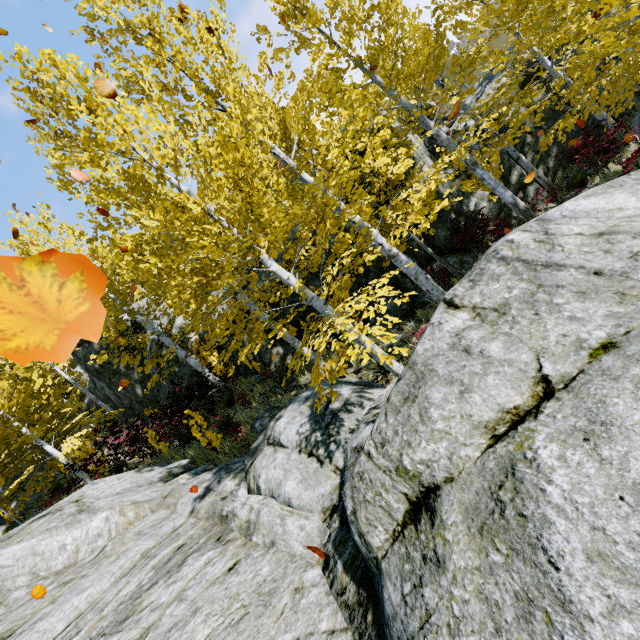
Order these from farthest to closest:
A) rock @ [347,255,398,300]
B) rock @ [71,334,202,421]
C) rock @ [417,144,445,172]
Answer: rock @ [71,334,202,421]
rock @ [347,255,398,300]
rock @ [417,144,445,172]

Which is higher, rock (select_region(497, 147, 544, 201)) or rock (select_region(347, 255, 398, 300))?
rock (select_region(347, 255, 398, 300))

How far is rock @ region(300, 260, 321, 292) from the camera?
12.2m

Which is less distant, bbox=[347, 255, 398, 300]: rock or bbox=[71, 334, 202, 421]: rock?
bbox=[347, 255, 398, 300]: rock

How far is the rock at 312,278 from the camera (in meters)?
12.23

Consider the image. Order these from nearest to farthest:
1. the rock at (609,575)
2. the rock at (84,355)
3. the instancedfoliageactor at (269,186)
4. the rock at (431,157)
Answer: the rock at (609,575), the instancedfoliageactor at (269,186), the rock at (431,157), the rock at (84,355)

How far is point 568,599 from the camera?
1.63m
